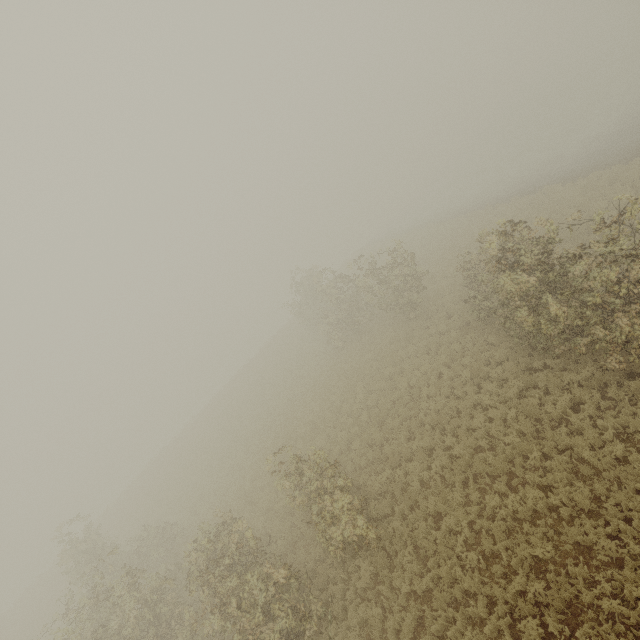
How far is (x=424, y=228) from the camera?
35.0m
